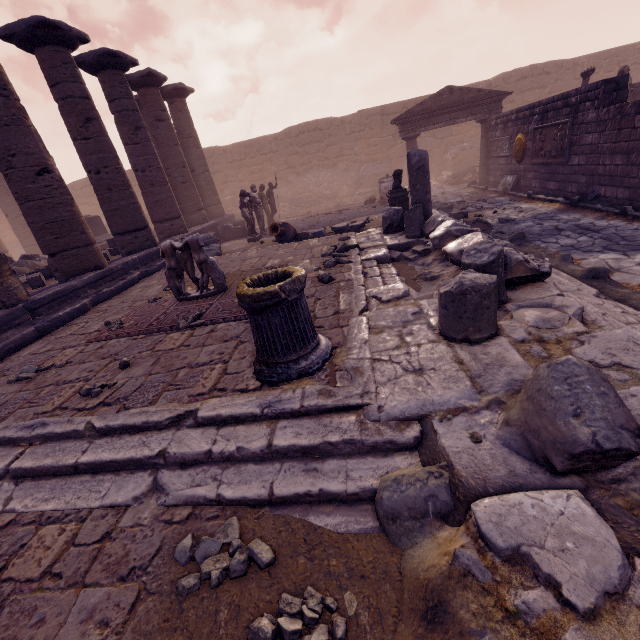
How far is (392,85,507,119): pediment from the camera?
13.5 meters

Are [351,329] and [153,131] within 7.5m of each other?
no

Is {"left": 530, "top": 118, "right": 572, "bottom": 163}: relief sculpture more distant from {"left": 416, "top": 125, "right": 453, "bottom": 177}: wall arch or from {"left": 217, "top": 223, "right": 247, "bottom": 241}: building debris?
{"left": 416, "top": 125, "right": 453, "bottom": 177}: wall arch

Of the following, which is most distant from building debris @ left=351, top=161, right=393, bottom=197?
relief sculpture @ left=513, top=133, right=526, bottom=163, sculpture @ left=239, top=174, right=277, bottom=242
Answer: sculpture @ left=239, top=174, right=277, bottom=242

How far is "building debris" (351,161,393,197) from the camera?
20.36m

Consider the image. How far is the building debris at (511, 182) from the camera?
11.73m

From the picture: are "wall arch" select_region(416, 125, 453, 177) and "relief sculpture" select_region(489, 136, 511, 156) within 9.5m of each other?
yes

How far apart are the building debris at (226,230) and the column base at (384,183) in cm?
583
